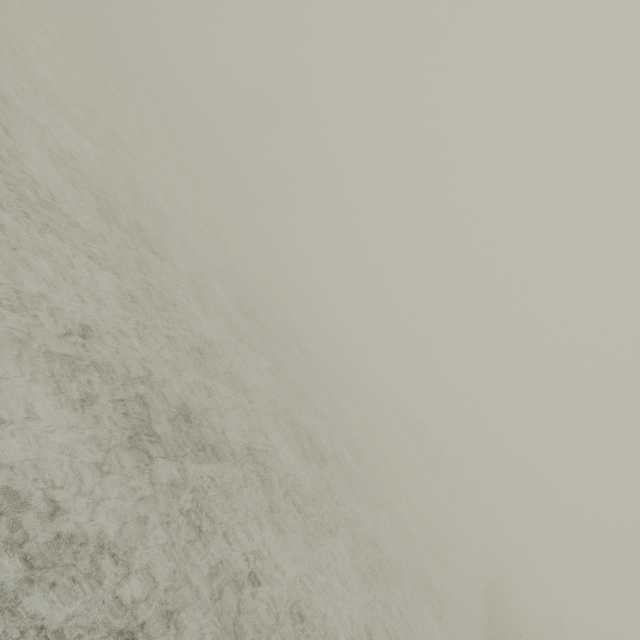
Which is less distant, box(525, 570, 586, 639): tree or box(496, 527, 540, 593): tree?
box(525, 570, 586, 639): tree

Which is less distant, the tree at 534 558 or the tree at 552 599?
the tree at 552 599

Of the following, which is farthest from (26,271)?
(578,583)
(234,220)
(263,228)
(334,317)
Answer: (578,583)

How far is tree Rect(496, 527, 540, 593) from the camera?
48.4 meters

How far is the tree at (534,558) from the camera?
48.4 meters
